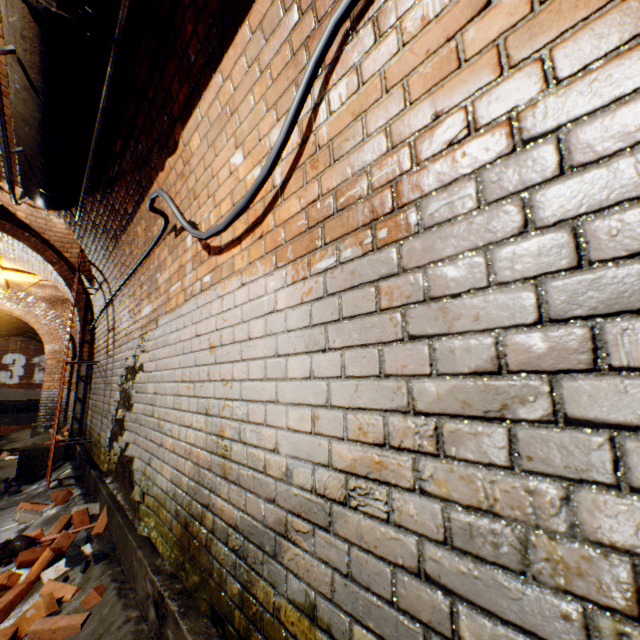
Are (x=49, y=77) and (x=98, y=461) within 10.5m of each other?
yes

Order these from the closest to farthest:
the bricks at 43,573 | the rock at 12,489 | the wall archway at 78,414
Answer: the bricks at 43,573 → the rock at 12,489 → the wall archway at 78,414

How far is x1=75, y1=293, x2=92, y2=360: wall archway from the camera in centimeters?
636cm

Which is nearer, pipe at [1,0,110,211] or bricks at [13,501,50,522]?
pipe at [1,0,110,211]

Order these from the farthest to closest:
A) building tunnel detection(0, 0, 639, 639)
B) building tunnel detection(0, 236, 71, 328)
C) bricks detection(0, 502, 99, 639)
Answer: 1. building tunnel detection(0, 236, 71, 328)
2. bricks detection(0, 502, 99, 639)
3. building tunnel detection(0, 0, 639, 639)

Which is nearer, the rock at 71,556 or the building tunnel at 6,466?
the rock at 71,556

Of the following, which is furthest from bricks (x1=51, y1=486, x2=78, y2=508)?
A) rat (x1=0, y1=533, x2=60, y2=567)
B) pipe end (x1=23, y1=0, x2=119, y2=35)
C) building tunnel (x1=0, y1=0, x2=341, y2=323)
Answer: pipe end (x1=23, y1=0, x2=119, y2=35)
